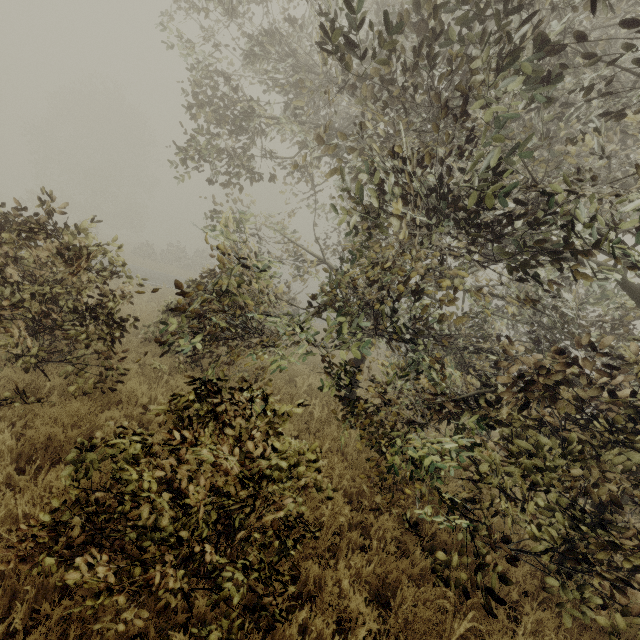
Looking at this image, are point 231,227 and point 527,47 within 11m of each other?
yes
